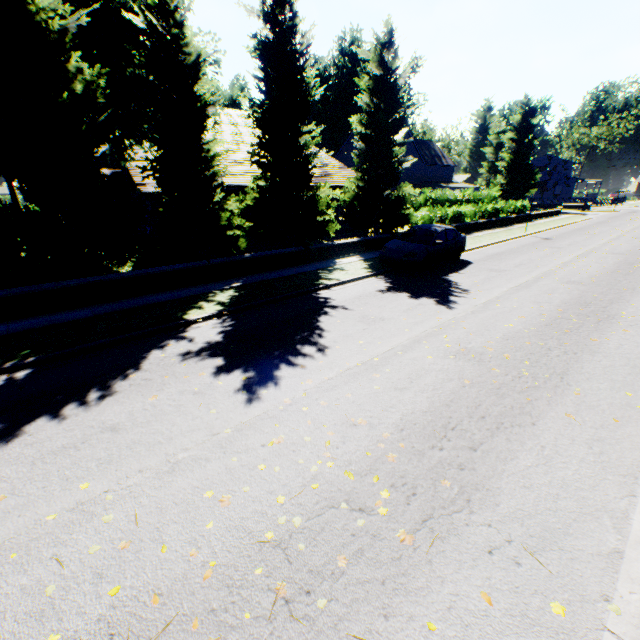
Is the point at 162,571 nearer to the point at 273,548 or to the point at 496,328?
the point at 273,548

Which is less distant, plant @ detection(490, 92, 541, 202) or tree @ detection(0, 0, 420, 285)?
tree @ detection(0, 0, 420, 285)

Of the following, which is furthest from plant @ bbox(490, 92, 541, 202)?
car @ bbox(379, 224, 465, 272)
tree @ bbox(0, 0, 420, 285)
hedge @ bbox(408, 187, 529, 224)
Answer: car @ bbox(379, 224, 465, 272)

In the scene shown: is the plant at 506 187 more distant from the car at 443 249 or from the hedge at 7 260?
the car at 443 249

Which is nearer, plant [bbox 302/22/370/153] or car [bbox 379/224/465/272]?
car [bbox 379/224/465/272]

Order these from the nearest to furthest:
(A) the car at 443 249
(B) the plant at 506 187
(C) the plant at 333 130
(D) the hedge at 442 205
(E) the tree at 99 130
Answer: (E) the tree at 99 130 → (A) the car at 443 249 → (D) the hedge at 442 205 → (B) the plant at 506 187 → (C) the plant at 333 130

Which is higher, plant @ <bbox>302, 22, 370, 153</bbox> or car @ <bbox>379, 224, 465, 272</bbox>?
plant @ <bbox>302, 22, 370, 153</bbox>

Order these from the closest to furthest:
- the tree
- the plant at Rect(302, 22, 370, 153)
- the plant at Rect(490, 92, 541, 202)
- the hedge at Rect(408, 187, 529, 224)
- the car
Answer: the tree, the car, the hedge at Rect(408, 187, 529, 224), the plant at Rect(490, 92, 541, 202), the plant at Rect(302, 22, 370, 153)
